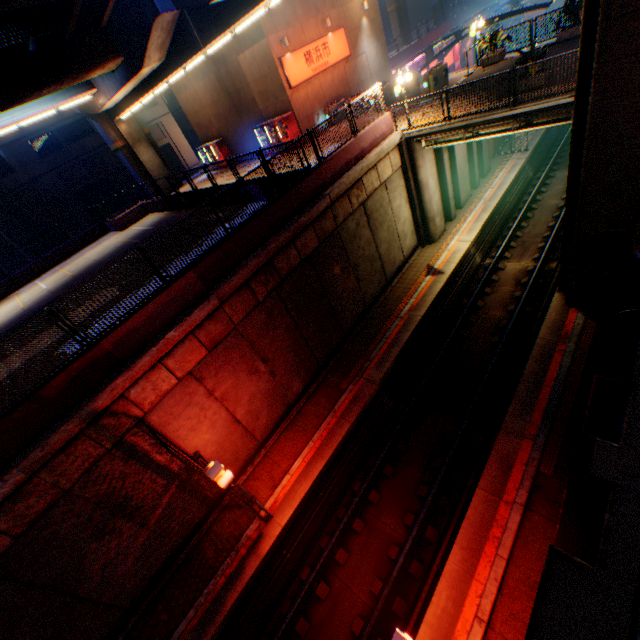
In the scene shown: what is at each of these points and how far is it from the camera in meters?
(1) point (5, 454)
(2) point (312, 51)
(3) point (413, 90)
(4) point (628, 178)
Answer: (1) concrete block, 7.2
(2) sign, 20.4
(3) ticket machine, 19.0
(4) overpass support, 8.6

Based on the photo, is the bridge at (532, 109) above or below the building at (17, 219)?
below

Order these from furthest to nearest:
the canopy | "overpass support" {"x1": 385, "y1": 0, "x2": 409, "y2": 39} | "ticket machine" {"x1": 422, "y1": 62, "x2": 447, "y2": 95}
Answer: "overpass support" {"x1": 385, "y1": 0, "x2": 409, "y2": 39}, the canopy, "ticket machine" {"x1": 422, "y1": 62, "x2": 447, "y2": 95}

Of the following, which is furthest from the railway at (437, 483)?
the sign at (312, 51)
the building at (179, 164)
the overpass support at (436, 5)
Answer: the building at (179, 164)

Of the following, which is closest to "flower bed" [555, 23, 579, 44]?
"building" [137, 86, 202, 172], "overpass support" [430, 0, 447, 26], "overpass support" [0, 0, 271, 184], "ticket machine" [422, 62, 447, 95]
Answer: "overpass support" [0, 0, 271, 184]

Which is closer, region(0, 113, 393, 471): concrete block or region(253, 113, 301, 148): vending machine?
region(0, 113, 393, 471): concrete block

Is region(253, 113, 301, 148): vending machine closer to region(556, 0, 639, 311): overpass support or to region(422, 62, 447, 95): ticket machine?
region(556, 0, 639, 311): overpass support

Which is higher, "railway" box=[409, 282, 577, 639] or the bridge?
the bridge
